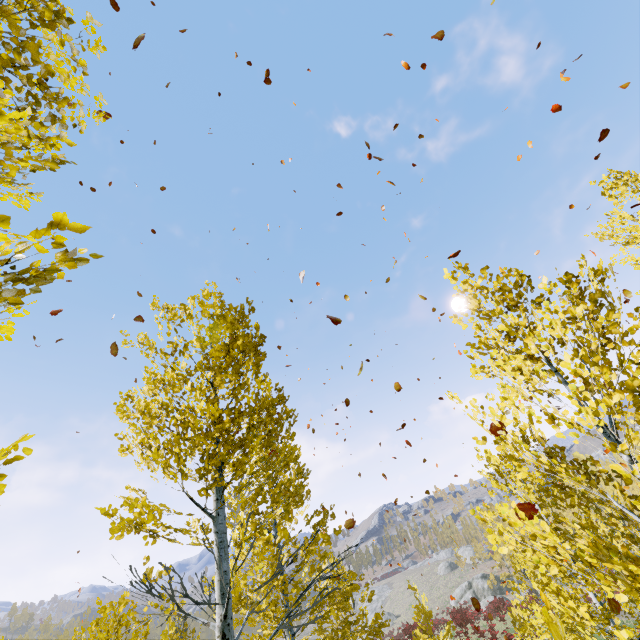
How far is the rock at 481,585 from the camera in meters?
43.6 m

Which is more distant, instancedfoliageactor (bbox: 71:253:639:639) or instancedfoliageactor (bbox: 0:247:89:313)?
instancedfoliageactor (bbox: 71:253:639:639)

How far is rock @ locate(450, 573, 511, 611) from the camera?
43.6m

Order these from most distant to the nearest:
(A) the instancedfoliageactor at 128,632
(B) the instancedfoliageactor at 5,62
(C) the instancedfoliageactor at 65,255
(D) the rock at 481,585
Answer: (D) the rock at 481,585 < (A) the instancedfoliageactor at 128,632 < (B) the instancedfoliageactor at 5,62 < (C) the instancedfoliageactor at 65,255

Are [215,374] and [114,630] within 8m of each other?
yes

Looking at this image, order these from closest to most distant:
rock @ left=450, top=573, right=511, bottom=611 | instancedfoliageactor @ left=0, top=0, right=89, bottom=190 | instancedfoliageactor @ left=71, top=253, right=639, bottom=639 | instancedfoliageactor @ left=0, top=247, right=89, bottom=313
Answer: instancedfoliageactor @ left=0, top=247, right=89, bottom=313 → instancedfoliageactor @ left=0, top=0, right=89, bottom=190 → instancedfoliageactor @ left=71, top=253, right=639, bottom=639 → rock @ left=450, top=573, right=511, bottom=611
